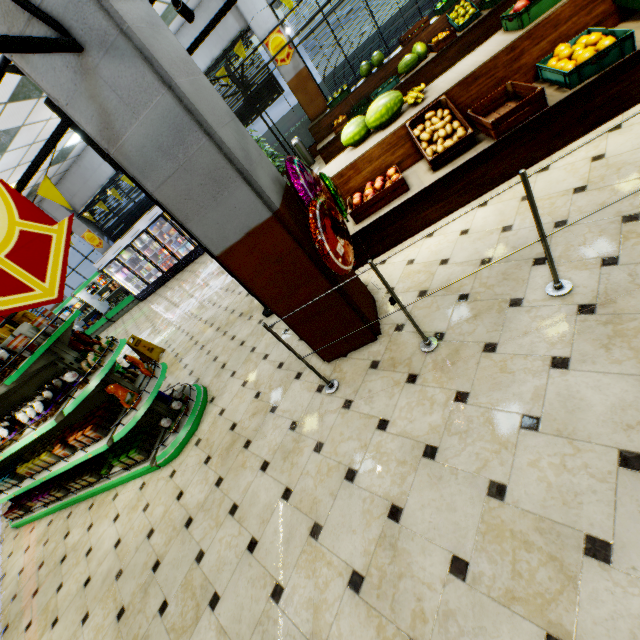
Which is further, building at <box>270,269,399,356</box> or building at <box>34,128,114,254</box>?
building at <box>34,128,114,254</box>

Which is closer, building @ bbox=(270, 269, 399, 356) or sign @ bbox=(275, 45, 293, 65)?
building @ bbox=(270, 269, 399, 356)

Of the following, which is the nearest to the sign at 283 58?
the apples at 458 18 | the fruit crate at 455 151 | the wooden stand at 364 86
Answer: the wooden stand at 364 86

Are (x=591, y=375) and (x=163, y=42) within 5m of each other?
yes

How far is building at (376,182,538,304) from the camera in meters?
3.0

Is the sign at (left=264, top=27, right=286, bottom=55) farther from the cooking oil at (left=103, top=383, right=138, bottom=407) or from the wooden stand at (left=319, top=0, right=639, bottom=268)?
the cooking oil at (left=103, top=383, right=138, bottom=407)

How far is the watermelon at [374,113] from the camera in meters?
4.1 m

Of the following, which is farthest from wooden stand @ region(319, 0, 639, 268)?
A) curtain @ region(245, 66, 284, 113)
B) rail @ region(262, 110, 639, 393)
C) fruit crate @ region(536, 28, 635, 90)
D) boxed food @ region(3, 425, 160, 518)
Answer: curtain @ region(245, 66, 284, 113)
